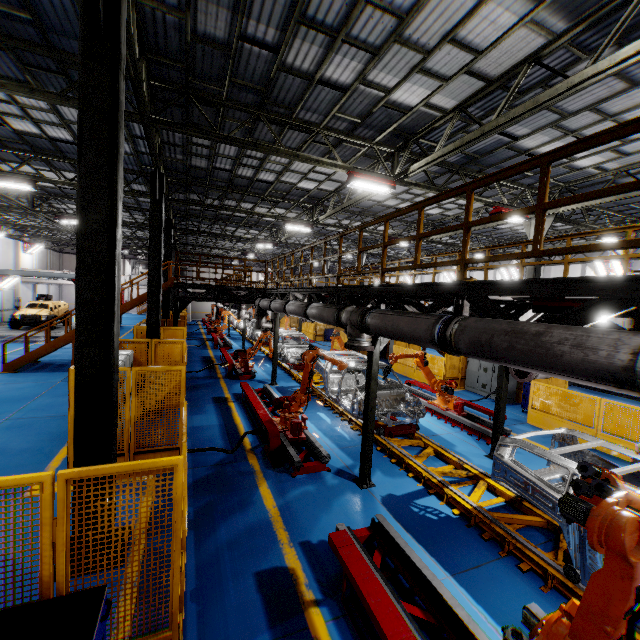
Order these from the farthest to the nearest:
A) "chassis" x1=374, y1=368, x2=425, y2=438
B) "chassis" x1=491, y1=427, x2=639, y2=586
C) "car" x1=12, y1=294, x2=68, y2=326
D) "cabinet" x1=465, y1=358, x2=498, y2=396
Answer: "car" x1=12, y1=294, x2=68, y2=326 < "cabinet" x1=465, y1=358, x2=498, y2=396 < "chassis" x1=374, y1=368, x2=425, y2=438 < "chassis" x1=491, y1=427, x2=639, y2=586

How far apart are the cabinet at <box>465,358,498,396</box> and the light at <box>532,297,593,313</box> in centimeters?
928cm

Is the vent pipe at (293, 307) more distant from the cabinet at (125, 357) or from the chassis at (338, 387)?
the cabinet at (125, 357)

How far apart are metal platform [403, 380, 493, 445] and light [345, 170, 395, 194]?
7.4m

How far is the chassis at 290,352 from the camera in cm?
1598

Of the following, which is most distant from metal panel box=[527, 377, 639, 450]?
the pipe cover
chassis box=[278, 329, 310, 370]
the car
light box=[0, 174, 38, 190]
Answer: the car

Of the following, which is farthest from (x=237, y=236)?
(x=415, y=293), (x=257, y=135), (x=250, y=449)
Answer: (x=415, y=293)

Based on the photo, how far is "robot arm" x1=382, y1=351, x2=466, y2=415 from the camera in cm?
1015
